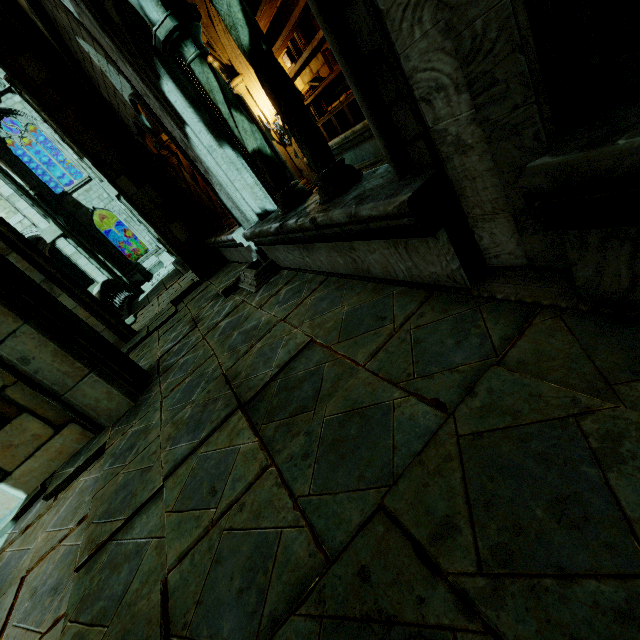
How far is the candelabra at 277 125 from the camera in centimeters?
813cm

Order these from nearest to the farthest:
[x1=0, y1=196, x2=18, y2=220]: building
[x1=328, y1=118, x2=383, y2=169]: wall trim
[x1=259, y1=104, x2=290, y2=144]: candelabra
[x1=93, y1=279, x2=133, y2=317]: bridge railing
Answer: [x1=328, y1=118, x2=383, y2=169]: wall trim
[x1=259, y1=104, x2=290, y2=144]: candelabra
[x1=93, y1=279, x2=133, y2=317]: bridge railing
[x1=0, y1=196, x2=18, y2=220]: building

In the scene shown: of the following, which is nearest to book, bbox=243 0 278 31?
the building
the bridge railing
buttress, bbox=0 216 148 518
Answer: buttress, bbox=0 216 148 518

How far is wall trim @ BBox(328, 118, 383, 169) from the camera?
6.55m

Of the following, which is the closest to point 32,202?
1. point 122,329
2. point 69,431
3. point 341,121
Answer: point 122,329

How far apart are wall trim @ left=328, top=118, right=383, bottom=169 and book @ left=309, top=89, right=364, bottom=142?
0.0 meters

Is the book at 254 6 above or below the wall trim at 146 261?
above

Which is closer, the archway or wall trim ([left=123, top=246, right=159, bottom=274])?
the archway
